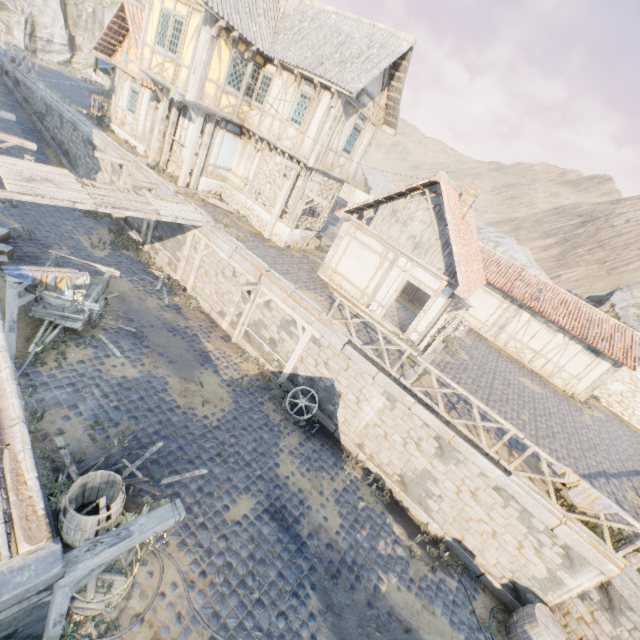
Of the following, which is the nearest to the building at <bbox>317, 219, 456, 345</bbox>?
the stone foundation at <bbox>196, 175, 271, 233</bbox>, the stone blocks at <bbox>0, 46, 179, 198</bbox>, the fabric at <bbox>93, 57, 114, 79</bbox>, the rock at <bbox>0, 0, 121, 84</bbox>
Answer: the stone blocks at <bbox>0, 46, 179, 198</bbox>

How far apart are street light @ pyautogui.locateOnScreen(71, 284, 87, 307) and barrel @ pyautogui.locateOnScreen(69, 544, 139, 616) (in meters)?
5.60

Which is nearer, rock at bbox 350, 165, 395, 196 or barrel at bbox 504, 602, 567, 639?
barrel at bbox 504, 602, 567, 639

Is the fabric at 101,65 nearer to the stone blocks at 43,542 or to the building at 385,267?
the stone blocks at 43,542

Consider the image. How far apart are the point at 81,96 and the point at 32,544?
30.45m

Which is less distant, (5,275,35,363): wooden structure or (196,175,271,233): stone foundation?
(5,275,35,363): wooden structure

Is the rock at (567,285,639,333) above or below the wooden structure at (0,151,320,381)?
above

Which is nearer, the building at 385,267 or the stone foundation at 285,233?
the building at 385,267
